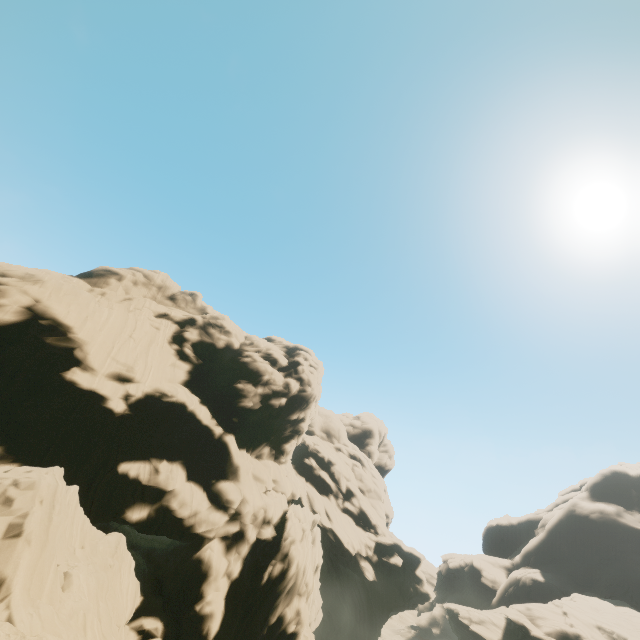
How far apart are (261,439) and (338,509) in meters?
24.3

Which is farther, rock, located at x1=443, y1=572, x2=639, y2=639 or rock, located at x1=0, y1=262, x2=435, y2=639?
rock, located at x1=443, y1=572, x2=639, y2=639

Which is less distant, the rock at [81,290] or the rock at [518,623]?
the rock at [81,290]
